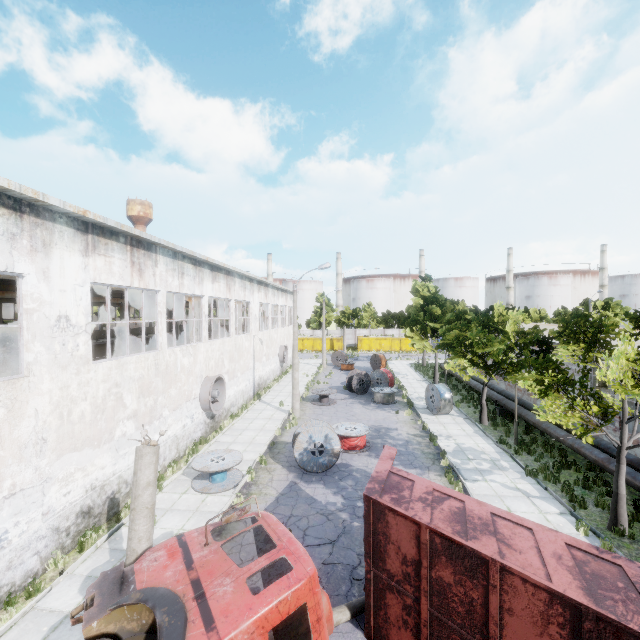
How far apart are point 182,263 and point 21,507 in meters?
10.7

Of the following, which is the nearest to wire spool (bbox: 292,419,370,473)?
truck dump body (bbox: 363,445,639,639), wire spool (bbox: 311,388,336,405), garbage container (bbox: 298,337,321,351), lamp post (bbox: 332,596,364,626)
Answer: lamp post (bbox: 332,596,364,626)

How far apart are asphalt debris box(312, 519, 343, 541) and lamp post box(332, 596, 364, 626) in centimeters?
1cm

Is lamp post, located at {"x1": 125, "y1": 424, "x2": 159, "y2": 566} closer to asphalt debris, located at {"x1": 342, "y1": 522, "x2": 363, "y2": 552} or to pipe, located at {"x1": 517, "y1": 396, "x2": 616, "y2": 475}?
asphalt debris, located at {"x1": 342, "y1": 522, "x2": 363, "y2": 552}

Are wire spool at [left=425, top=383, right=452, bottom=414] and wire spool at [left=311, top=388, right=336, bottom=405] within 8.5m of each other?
yes

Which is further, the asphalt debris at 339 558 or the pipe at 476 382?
the pipe at 476 382

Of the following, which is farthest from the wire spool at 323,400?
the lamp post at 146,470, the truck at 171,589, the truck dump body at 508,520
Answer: the lamp post at 146,470

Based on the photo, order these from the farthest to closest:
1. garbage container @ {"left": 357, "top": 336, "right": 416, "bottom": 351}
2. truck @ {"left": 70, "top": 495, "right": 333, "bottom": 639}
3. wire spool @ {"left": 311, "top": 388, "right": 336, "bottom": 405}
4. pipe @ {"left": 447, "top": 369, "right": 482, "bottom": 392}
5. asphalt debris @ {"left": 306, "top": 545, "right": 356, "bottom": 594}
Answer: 1. garbage container @ {"left": 357, "top": 336, "right": 416, "bottom": 351}
2. pipe @ {"left": 447, "top": 369, "right": 482, "bottom": 392}
3. wire spool @ {"left": 311, "top": 388, "right": 336, "bottom": 405}
4. asphalt debris @ {"left": 306, "top": 545, "right": 356, "bottom": 594}
5. truck @ {"left": 70, "top": 495, "right": 333, "bottom": 639}
